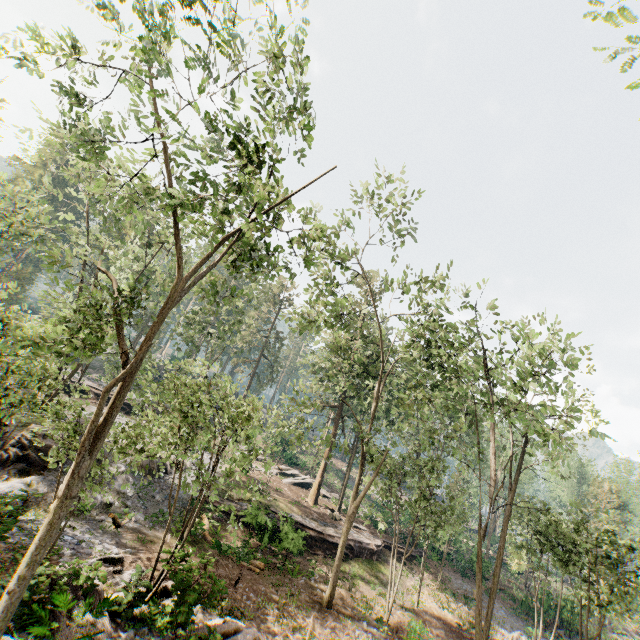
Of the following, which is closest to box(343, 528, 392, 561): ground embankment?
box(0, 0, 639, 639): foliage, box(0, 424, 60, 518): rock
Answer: box(0, 0, 639, 639): foliage

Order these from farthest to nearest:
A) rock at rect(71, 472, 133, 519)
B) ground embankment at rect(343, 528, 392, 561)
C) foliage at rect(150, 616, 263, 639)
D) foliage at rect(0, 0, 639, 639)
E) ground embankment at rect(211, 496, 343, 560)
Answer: ground embankment at rect(343, 528, 392, 561) < ground embankment at rect(211, 496, 343, 560) < rock at rect(71, 472, 133, 519) < foliage at rect(150, 616, 263, 639) < foliage at rect(0, 0, 639, 639)

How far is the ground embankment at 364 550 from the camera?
25.33m

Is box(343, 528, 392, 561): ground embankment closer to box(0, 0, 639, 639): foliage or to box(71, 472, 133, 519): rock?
box(0, 0, 639, 639): foliage

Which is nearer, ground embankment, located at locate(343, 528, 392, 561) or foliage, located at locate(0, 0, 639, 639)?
foliage, located at locate(0, 0, 639, 639)

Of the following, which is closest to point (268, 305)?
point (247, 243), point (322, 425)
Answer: point (322, 425)

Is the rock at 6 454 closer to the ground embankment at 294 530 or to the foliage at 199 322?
the foliage at 199 322
